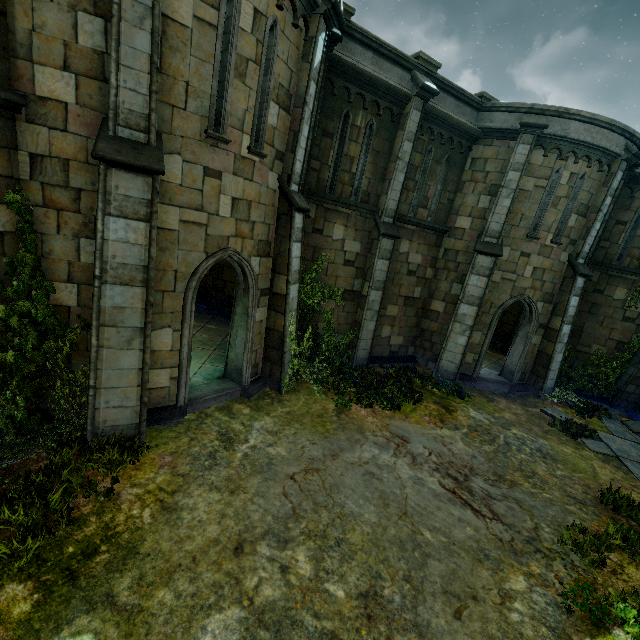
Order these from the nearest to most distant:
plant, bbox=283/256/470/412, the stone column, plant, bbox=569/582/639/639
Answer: plant, bbox=569/582/639/639
plant, bbox=283/256/470/412
the stone column

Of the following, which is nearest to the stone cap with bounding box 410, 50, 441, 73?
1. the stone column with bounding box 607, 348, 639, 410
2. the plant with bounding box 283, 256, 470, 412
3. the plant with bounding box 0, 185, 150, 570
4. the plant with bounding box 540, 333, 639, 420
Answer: the plant with bounding box 283, 256, 470, 412

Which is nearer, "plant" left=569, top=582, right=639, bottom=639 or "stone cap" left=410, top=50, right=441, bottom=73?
"plant" left=569, top=582, right=639, bottom=639

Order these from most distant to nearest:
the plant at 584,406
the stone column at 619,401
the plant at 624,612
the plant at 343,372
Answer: the stone column at 619,401 → the plant at 584,406 → the plant at 343,372 → the plant at 624,612

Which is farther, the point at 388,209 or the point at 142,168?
the point at 388,209

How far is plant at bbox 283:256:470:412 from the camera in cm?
972

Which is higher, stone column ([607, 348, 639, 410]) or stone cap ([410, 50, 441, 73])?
stone cap ([410, 50, 441, 73])

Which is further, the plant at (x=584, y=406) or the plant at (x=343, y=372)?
the plant at (x=584, y=406)
